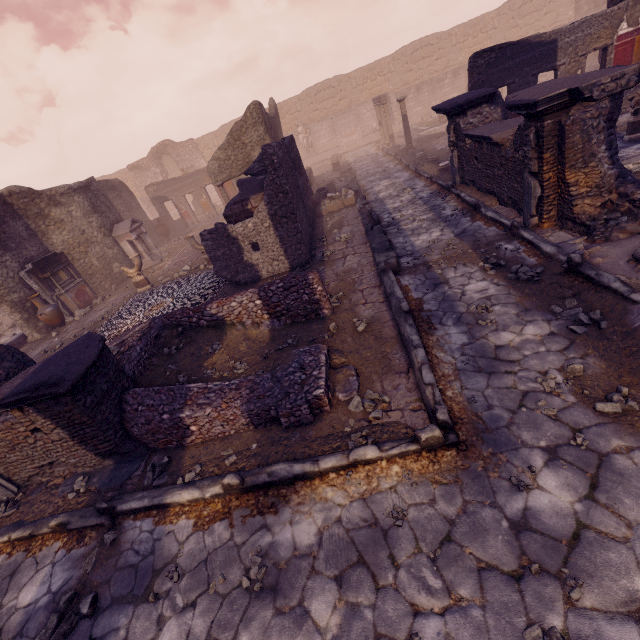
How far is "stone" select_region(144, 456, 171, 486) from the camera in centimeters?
409cm

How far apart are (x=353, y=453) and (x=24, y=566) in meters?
4.2

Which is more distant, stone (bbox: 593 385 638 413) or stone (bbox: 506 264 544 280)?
stone (bbox: 506 264 544 280)

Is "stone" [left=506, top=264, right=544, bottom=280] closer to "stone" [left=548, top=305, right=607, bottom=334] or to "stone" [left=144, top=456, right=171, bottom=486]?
"stone" [left=548, top=305, right=607, bottom=334]

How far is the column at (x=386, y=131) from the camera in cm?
1917

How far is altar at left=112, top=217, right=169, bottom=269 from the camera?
13.77m

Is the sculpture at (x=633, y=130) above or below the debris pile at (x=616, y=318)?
above

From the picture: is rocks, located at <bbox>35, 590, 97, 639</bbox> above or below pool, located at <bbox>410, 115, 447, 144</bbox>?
below
